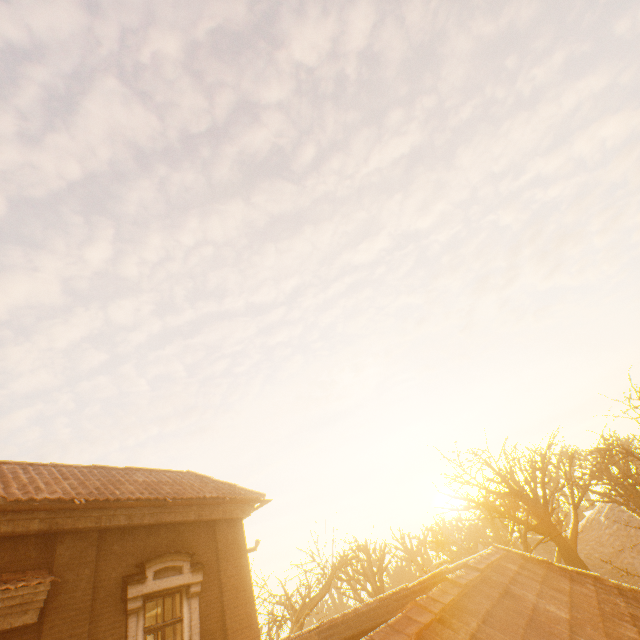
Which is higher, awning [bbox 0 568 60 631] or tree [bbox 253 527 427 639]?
awning [bbox 0 568 60 631]

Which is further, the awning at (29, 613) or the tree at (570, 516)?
the tree at (570, 516)

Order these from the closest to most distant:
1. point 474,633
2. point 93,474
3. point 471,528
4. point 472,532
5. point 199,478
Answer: point 474,633, point 93,474, point 199,478, point 471,528, point 472,532

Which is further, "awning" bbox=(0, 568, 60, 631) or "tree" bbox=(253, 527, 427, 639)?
"tree" bbox=(253, 527, 427, 639)
